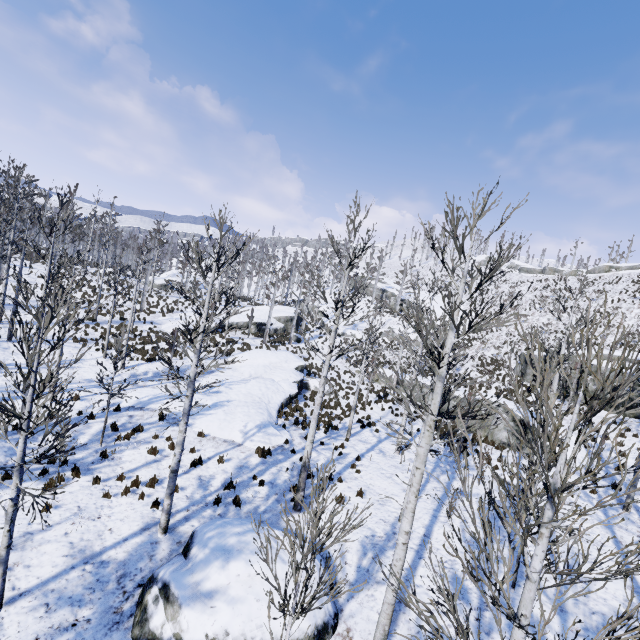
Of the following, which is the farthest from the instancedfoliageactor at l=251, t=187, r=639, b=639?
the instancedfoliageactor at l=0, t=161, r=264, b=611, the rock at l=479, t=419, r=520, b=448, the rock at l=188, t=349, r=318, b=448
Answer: the rock at l=479, t=419, r=520, b=448

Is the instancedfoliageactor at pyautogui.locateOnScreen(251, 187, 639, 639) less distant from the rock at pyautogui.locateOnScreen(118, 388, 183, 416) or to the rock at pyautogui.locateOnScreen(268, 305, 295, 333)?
the rock at pyautogui.locateOnScreen(118, 388, 183, 416)

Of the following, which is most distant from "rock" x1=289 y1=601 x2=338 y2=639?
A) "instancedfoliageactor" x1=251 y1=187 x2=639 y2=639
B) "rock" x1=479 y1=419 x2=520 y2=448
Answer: "rock" x1=479 y1=419 x2=520 y2=448

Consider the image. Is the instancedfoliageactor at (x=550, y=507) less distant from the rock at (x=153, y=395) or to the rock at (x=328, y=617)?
the rock at (x=328, y=617)

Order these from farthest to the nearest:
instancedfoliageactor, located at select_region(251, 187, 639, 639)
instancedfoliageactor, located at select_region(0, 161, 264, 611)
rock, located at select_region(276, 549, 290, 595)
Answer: rock, located at select_region(276, 549, 290, 595) < instancedfoliageactor, located at select_region(0, 161, 264, 611) < instancedfoliageactor, located at select_region(251, 187, 639, 639)

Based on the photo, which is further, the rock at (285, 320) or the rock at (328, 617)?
the rock at (285, 320)

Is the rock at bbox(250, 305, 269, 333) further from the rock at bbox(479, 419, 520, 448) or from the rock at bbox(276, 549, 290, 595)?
the rock at bbox(276, 549, 290, 595)

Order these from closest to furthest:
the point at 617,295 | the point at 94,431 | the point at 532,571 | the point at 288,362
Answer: the point at 532,571
the point at 94,431
the point at 288,362
the point at 617,295
